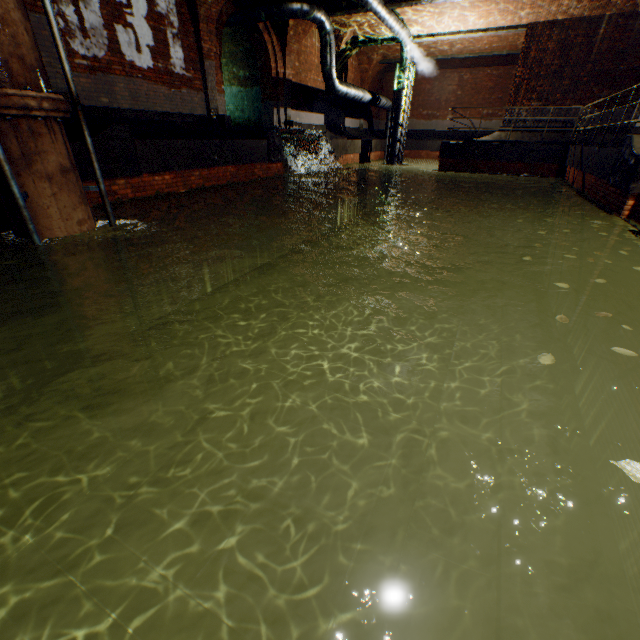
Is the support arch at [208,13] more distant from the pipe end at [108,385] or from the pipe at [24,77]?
the pipe end at [108,385]

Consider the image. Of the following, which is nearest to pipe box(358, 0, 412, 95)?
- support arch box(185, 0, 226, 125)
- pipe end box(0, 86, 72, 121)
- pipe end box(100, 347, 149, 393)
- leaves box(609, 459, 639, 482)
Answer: support arch box(185, 0, 226, 125)

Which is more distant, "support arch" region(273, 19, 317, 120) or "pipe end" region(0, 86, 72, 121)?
"support arch" region(273, 19, 317, 120)

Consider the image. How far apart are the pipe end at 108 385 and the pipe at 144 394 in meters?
0.1 m

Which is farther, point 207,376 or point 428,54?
point 428,54

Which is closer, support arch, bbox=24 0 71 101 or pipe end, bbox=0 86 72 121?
pipe end, bbox=0 86 72 121

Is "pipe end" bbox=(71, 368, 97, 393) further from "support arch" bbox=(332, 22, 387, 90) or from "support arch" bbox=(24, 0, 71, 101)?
"support arch" bbox=(332, 22, 387, 90)

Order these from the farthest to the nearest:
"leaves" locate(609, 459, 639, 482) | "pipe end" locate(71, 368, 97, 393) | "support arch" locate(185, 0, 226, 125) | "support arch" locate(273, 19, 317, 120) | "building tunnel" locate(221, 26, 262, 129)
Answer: "building tunnel" locate(221, 26, 262, 129) → "support arch" locate(273, 19, 317, 120) → "support arch" locate(185, 0, 226, 125) → "pipe end" locate(71, 368, 97, 393) → "leaves" locate(609, 459, 639, 482)
